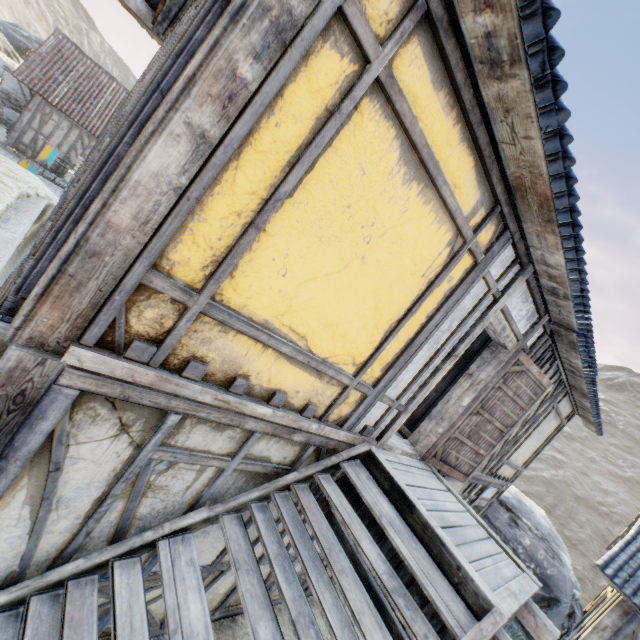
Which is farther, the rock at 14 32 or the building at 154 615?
the rock at 14 32

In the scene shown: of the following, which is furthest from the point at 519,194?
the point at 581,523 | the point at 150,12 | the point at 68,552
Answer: the point at 581,523

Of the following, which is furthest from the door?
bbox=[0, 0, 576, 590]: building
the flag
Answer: the flag

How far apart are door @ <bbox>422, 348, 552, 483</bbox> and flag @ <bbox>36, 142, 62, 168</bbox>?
10.7m

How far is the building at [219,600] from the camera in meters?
3.2 m

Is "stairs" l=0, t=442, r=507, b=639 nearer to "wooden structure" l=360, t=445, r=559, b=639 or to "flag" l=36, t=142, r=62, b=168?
"wooden structure" l=360, t=445, r=559, b=639

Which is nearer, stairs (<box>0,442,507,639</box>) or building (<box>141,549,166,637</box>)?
stairs (<box>0,442,507,639</box>)

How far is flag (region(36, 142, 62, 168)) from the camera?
7.9 meters
